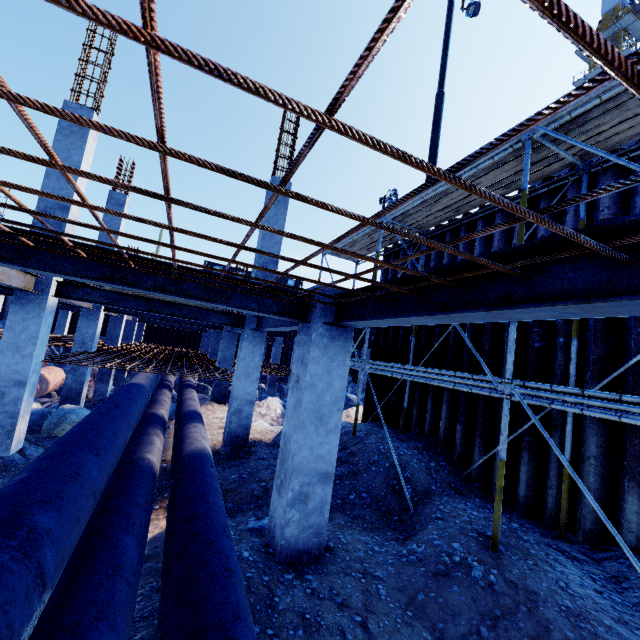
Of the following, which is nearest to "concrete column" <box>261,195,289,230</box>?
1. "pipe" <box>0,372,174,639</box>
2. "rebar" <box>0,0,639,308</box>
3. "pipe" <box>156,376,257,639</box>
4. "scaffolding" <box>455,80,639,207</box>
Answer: "rebar" <box>0,0,639,308</box>

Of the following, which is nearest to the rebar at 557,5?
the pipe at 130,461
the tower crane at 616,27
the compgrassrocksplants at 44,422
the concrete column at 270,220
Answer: the concrete column at 270,220

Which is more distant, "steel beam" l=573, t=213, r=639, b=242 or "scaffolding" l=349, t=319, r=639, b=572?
Answer: "scaffolding" l=349, t=319, r=639, b=572

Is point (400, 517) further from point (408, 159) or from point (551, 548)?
point (408, 159)

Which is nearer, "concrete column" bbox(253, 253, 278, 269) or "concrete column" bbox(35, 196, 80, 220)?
"concrete column" bbox(35, 196, 80, 220)

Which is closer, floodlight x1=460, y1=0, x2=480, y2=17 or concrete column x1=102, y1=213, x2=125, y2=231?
concrete column x1=102, y1=213, x2=125, y2=231

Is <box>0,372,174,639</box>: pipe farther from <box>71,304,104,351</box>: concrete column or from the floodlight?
the floodlight

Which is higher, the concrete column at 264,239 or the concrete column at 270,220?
the concrete column at 270,220
